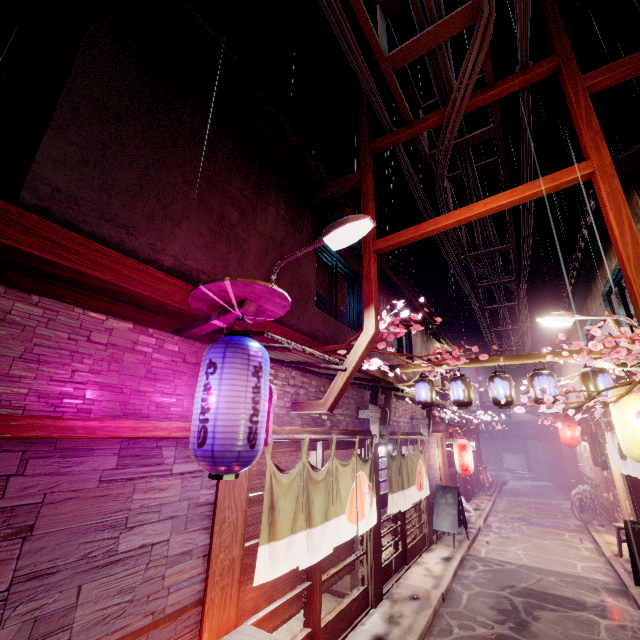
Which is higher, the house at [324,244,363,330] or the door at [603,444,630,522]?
the house at [324,244,363,330]

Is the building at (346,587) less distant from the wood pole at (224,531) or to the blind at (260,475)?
the blind at (260,475)

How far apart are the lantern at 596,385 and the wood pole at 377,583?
7.33m

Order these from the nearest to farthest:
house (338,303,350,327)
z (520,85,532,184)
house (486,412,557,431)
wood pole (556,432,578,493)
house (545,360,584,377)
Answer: z (520,85,532,184) < house (338,303,350,327) < house (545,360,584,377) < wood pole (556,432,578,493) < house (486,412,557,431)

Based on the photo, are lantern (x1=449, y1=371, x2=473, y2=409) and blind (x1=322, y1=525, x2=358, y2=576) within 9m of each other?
yes

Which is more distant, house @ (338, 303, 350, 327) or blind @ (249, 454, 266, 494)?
house @ (338, 303, 350, 327)

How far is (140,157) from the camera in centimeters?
603cm

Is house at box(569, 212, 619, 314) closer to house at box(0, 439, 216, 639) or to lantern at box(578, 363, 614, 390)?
lantern at box(578, 363, 614, 390)
